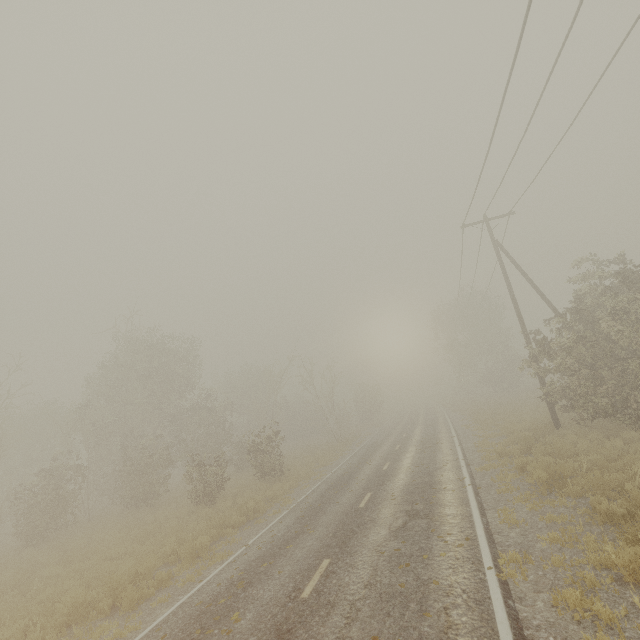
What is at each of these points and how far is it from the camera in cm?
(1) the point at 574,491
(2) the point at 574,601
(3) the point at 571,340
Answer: (1) tree, 870
(2) tree, 495
(3) tree, 1350

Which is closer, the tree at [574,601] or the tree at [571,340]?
the tree at [574,601]

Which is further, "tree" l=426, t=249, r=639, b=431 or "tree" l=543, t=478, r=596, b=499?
"tree" l=426, t=249, r=639, b=431

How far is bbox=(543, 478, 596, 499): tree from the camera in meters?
8.4

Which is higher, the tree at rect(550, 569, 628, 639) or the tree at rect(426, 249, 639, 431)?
the tree at rect(426, 249, 639, 431)
